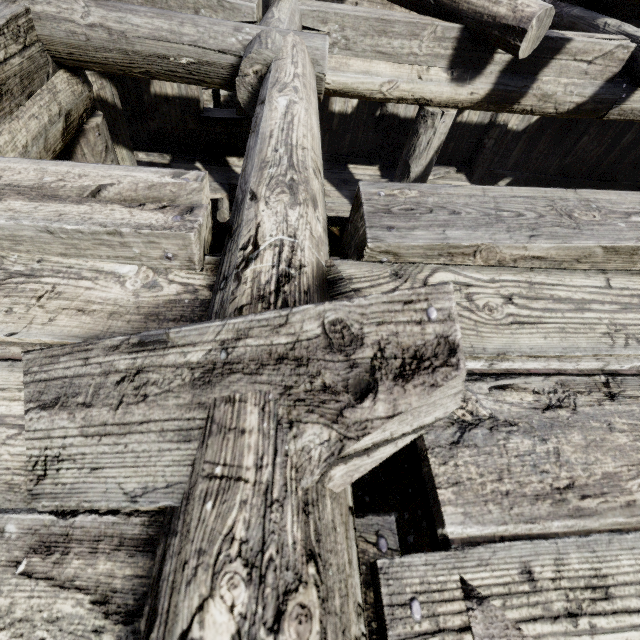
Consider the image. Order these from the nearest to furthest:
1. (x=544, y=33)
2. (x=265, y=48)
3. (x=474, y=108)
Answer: (x=265, y=48) < (x=544, y=33) < (x=474, y=108)
